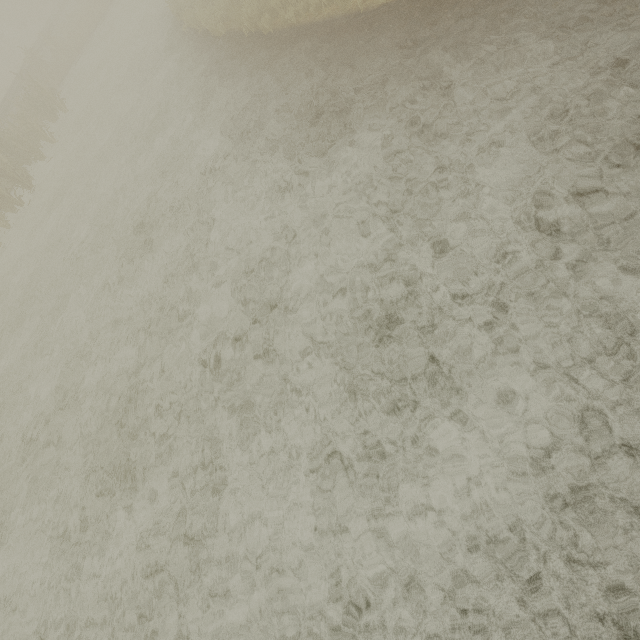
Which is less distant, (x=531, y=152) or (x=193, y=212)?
(x=531, y=152)
